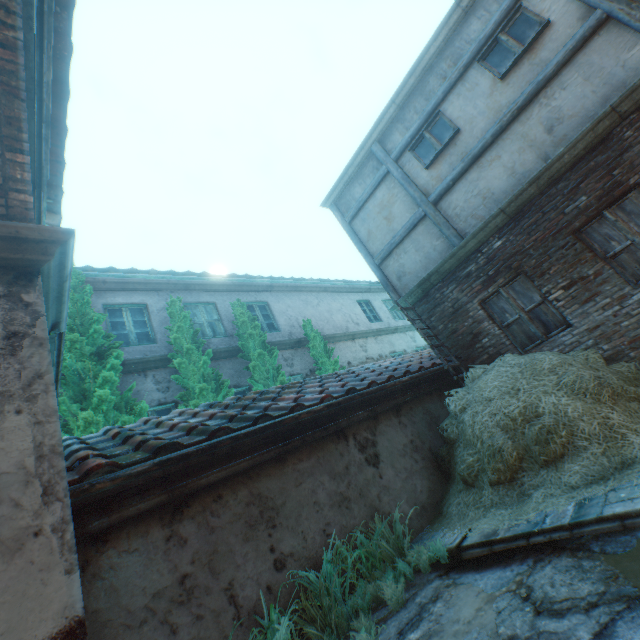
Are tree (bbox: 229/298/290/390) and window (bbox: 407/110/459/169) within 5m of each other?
no

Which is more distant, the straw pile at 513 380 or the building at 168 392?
the building at 168 392

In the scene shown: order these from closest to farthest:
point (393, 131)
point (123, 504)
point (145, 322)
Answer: point (123, 504) < point (393, 131) < point (145, 322)

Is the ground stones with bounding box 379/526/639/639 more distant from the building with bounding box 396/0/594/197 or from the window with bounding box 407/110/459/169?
the window with bounding box 407/110/459/169

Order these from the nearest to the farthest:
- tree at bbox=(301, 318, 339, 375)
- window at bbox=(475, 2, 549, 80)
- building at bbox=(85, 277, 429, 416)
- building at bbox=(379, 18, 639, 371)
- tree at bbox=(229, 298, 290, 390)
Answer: building at bbox=(379, 18, 639, 371) → window at bbox=(475, 2, 549, 80) → building at bbox=(85, 277, 429, 416) → tree at bbox=(229, 298, 290, 390) → tree at bbox=(301, 318, 339, 375)

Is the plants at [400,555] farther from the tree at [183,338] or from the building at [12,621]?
the tree at [183,338]

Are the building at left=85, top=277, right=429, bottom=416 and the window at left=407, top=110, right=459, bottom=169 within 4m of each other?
no

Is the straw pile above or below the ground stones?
above
